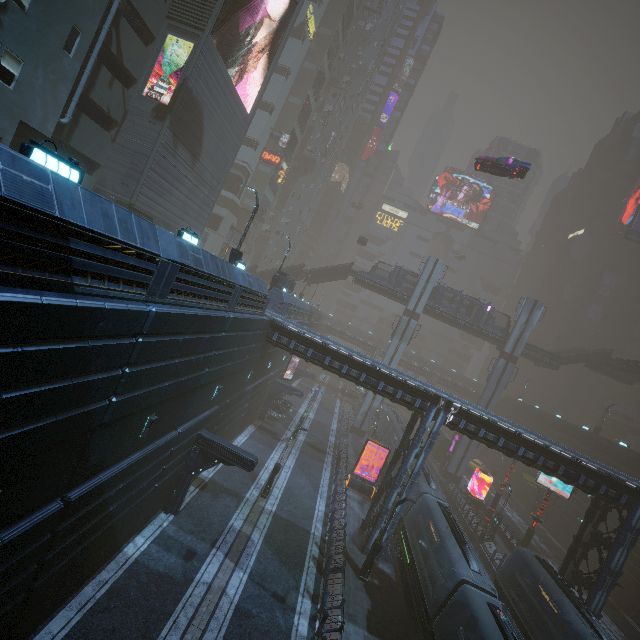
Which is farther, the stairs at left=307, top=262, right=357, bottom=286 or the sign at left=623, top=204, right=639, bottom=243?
the sign at left=623, top=204, right=639, bottom=243

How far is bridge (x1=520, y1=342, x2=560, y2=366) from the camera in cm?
4369

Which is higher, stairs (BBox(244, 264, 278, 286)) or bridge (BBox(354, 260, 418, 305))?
bridge (BBox(354, 260, 418, 305))

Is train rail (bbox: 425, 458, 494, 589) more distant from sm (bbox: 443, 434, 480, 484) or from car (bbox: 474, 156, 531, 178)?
car (bbox: 474, 156, 531, 178)

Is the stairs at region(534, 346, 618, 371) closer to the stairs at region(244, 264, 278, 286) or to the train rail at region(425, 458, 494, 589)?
the train rail at region(425, 458, 494, 589)

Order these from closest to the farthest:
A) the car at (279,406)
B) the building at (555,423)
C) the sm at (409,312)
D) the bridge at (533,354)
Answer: the car at (279,406) → the building at (555,423) → the bridge at (533,354) → the sm at (409,312)

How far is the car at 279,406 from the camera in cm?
3631

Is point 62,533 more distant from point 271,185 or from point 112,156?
point 271,185
